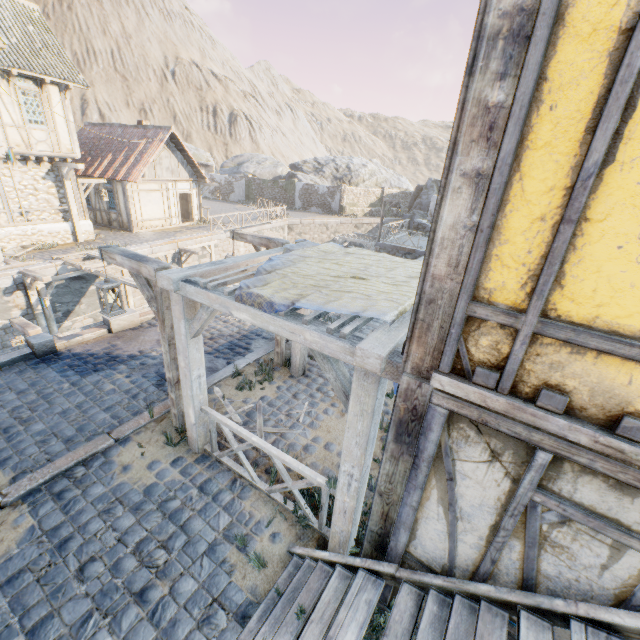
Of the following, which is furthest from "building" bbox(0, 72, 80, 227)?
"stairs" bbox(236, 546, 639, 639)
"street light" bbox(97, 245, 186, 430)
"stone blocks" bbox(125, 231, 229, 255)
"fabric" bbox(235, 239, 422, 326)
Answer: "stairs" bbox(236, 546, 639, 639)

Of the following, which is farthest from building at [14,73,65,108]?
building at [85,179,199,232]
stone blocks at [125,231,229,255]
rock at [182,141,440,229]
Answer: rock at [182,141,440,229]

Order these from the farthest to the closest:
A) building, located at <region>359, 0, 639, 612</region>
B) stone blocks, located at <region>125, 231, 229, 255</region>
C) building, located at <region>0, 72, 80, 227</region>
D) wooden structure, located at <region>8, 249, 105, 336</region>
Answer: stone blocks, located at <region>125, 231, 229, 255</region>, building, located at <region>0, 72, 80, 227</region>, wooden structure, located at <region>8, 249, 105, 336</region>, building, located at <region>359, 0, 639, 612</region>

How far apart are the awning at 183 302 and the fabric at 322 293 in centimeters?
1cm

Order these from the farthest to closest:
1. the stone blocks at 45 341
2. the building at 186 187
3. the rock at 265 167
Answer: the rock at 265 167 → the building at 186 187 → the stone blocks at 45 341

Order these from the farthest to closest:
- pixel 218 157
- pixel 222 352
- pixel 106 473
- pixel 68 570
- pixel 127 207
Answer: pixel 218 157
pixel 127 207
pixel 222 352
pixel 106 473
pixel 68 570

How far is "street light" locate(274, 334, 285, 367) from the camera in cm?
742

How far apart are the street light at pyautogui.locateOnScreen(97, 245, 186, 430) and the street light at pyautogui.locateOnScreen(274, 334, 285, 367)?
2.3m
